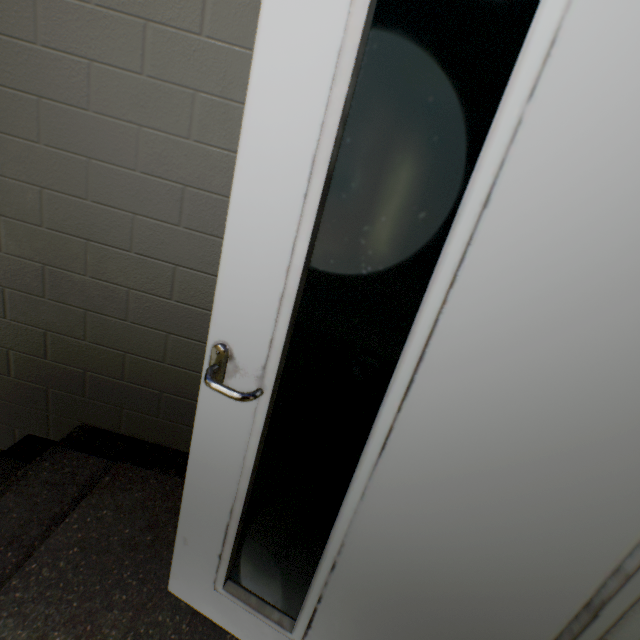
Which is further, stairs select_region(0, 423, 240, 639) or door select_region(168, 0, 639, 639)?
stairs select_region(0, 423, 240, 639)

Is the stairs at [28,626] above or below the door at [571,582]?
below

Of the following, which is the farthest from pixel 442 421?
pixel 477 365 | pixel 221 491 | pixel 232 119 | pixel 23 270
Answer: pixel 23 270

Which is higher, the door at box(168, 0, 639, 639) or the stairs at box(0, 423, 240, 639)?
the door at box(168, 0, 639, 639)

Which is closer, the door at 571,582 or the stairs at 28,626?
the door at 571,582
